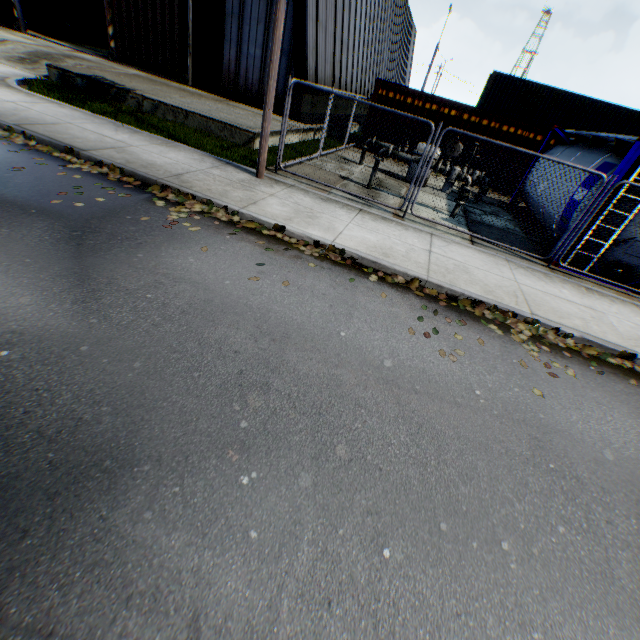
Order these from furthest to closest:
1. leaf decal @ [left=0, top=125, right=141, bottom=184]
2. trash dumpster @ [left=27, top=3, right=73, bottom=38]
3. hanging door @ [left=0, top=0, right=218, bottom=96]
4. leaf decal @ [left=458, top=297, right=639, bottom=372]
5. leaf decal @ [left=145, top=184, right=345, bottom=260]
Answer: trash dumpster @ [left=27, top=3, right=73, bottom=38]
hanging door @ [left=0, top=0, right=218, bottom=96]
leaf decal @ [left=0, top=125, right=141, bottom=184]
leaf decal @ [left=145, top=184, right=345, bottom=260]
leaf decal @ [left=458, top=297, right=639, bottom=372]

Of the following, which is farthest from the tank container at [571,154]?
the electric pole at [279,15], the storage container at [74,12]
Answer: the storage container at [74,12]

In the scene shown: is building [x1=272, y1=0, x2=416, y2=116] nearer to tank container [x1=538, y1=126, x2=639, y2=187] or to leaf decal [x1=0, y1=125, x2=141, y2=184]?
tank container [x1=538, y1=126, x2=639, y2=187]

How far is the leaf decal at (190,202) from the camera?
5.9 meters

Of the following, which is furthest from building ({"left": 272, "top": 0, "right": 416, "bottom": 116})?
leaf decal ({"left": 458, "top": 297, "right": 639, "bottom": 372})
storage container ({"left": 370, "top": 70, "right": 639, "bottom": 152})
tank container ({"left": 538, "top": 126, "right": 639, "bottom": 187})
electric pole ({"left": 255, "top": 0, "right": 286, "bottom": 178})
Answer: leaf decal ({"left": 458, "top": 297, "right": 639, "bottom": 372})

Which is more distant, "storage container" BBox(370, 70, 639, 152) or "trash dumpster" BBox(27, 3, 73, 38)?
"trash dumpster" BBox(27, 3, 73, 38)

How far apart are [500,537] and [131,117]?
13.4 meters

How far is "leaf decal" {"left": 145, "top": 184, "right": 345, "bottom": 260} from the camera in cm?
589
